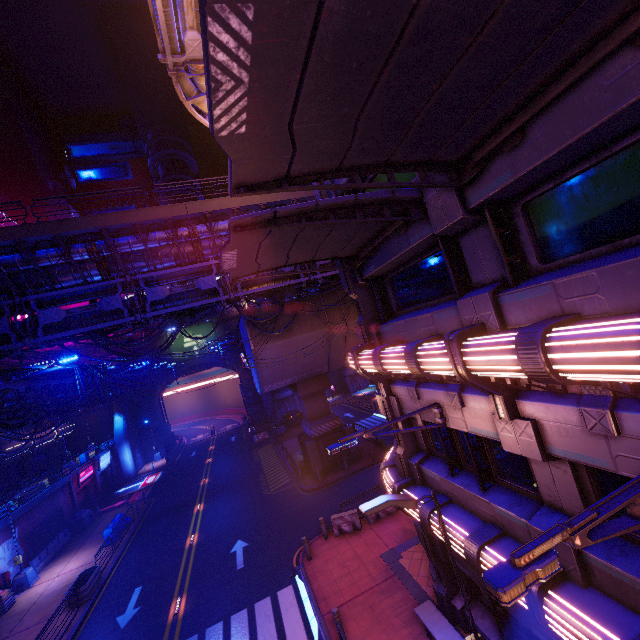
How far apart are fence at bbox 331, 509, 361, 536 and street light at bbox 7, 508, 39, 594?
20.4 meters

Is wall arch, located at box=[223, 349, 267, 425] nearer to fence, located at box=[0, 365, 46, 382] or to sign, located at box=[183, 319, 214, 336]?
sign, located at box=[183, 319, 214, 336]

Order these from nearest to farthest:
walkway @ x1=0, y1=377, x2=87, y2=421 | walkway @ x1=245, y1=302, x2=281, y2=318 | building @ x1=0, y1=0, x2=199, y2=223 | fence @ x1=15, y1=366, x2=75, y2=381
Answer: fence @ x1=15, y1=366, x2=75, y2=381 → walkway @ x1=0, y1=377, x2=87, y2=421 → walkway @ x1=245, y1=302, x2=281, y2=318 → building @ x1=0, y1=0, x2=199, y2=223

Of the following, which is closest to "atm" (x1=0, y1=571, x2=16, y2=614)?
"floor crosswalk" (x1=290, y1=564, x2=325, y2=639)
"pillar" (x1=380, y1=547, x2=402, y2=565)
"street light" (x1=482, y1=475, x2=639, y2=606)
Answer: "floor crosswalk" (x1=290, y1=564, x2=325, y2=639)

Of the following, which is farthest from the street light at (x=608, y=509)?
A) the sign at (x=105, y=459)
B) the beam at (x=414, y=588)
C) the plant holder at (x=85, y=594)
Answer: the sign at (x=105, y=459)

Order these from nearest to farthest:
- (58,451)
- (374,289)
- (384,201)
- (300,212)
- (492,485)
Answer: (300,212)
(384,201)
(492,485)
(374,289)
(58,451)

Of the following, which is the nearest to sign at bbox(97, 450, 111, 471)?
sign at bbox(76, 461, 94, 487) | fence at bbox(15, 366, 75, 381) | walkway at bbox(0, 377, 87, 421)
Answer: sign at bbox(76, 461, 94, 487)

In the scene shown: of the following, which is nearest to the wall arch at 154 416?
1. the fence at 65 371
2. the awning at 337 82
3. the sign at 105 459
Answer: the sign at 105 459
